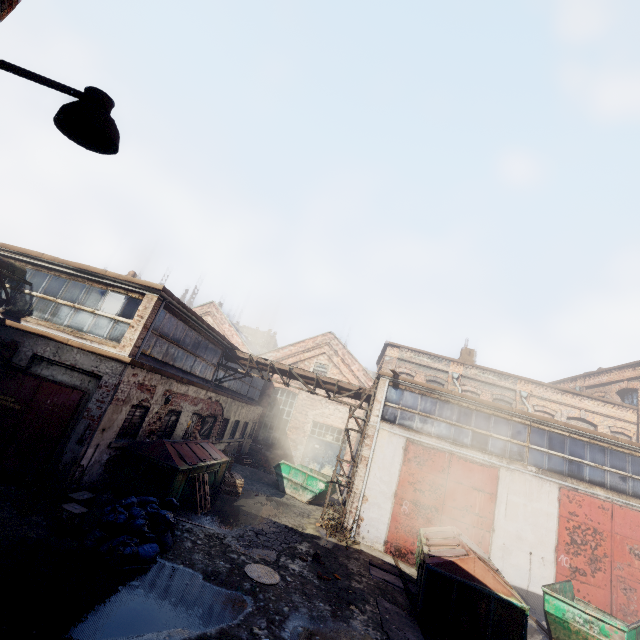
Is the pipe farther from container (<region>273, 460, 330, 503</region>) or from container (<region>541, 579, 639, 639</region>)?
container (<region>541, 579, 639, 639</region>)

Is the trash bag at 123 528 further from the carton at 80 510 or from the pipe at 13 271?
the pipe at 13 271

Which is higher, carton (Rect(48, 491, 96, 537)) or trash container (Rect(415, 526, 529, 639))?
trash container (Rect(415, 526, 529, 639))

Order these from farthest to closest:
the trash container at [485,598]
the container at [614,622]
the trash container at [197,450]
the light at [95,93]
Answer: the trash container at [197,450] < the container at [614,622] < the trash container at [485,598] < the light at [95,93]

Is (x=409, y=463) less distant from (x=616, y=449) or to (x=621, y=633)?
(x=621, y=633)

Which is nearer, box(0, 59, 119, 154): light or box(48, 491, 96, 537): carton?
box(0, 59, 119, 154): light

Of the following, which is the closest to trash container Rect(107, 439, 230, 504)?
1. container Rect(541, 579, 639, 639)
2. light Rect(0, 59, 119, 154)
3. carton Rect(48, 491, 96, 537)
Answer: carton Rect(48, 491, 96, 537)

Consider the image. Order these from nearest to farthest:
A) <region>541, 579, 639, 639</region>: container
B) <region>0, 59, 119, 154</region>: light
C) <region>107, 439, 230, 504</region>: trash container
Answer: <region>0, 59, 119, 154</region>: light
<region>541, 579, 639, 639</region>: container
<region>107, 439, 230, 504</region>: trash container
